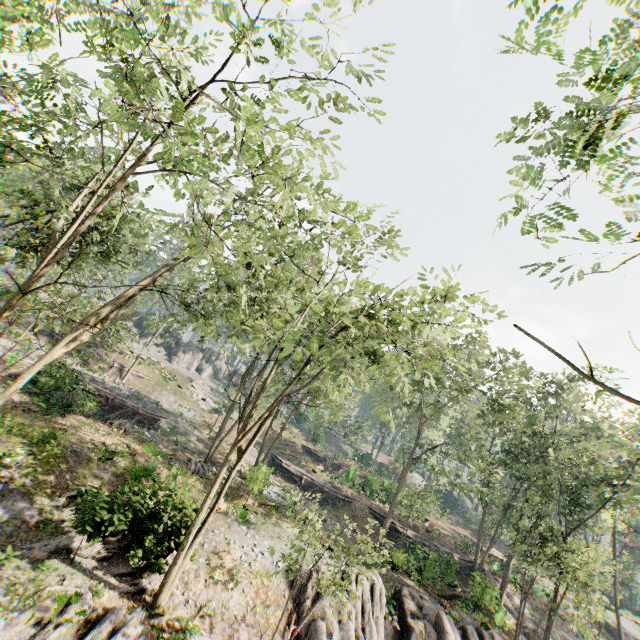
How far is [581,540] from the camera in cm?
2120

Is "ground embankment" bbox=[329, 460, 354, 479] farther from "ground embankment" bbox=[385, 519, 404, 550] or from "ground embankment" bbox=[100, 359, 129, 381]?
"ground embankment" bbox=[100, 359, 129, 381]

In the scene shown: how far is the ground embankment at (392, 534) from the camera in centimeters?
3233cm

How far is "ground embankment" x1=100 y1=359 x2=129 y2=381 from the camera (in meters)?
36.81

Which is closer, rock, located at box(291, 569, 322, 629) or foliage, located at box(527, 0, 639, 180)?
foliage, located at box(527, 0, 639, 180)

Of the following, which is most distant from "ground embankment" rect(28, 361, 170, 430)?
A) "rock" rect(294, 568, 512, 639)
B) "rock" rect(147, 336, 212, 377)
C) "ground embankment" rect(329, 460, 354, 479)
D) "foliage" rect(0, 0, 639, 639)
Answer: "rock" rect(147, 336, 212, 377)

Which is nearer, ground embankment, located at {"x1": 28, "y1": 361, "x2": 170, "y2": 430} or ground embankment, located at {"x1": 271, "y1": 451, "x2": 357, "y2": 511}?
ground embankment, located at {"x1": 28, "y1": 361, "x2": 170, "y2": 430}

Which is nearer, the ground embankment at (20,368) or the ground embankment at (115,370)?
the ground embankment at (20,368)
